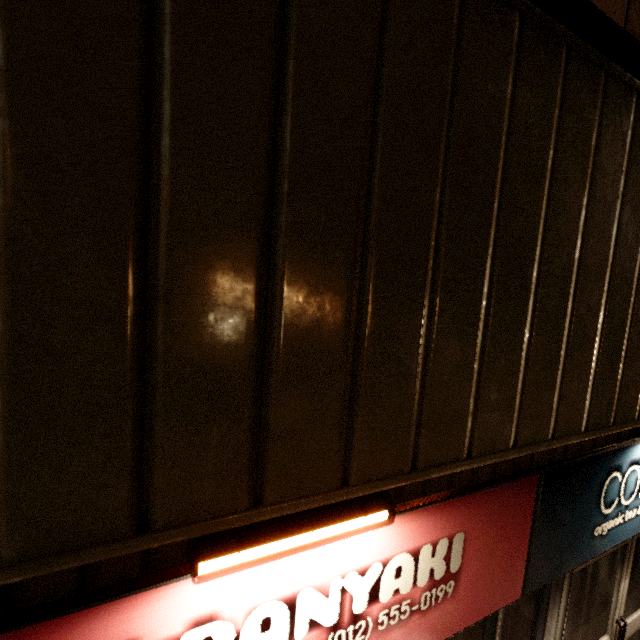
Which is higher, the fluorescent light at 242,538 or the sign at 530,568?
the fluorescent light at 242,538

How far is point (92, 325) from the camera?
0.72m

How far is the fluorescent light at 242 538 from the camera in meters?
0.9

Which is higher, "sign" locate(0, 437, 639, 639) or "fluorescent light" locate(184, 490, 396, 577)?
"fluorescent light" locate(184, 490, 396, 577)

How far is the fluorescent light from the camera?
0.9m
